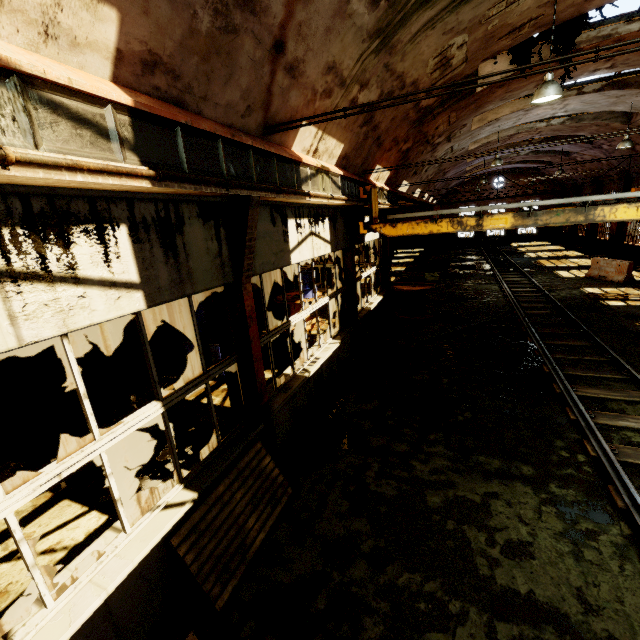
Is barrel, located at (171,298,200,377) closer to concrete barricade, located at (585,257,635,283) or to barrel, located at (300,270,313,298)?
barrel, located at (300,270,313,298)

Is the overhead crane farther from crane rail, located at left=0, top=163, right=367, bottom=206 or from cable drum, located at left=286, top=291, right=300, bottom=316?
cable drum, located at left=286, top=291, right=300, bottom=316

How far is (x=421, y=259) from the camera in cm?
2981

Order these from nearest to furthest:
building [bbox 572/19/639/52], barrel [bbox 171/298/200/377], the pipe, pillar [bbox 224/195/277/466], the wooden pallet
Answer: the pipe < the wooden pallet < pillar [bbox 224/195/277/466] < building [bbox 572/19/639/52] < barrel [bbox 171/298/200/377]

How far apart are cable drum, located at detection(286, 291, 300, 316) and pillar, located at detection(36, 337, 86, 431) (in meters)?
6.27

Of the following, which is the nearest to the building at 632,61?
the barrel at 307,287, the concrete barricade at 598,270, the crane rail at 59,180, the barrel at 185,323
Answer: the crane rail at 59,180

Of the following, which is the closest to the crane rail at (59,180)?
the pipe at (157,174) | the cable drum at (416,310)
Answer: the pipe at (157,174)

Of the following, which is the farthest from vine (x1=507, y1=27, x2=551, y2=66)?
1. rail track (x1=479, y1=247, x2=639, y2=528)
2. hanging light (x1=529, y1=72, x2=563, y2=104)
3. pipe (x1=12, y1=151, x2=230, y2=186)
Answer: rail track (x1=479, y1=247, x2=639, y2=528)
